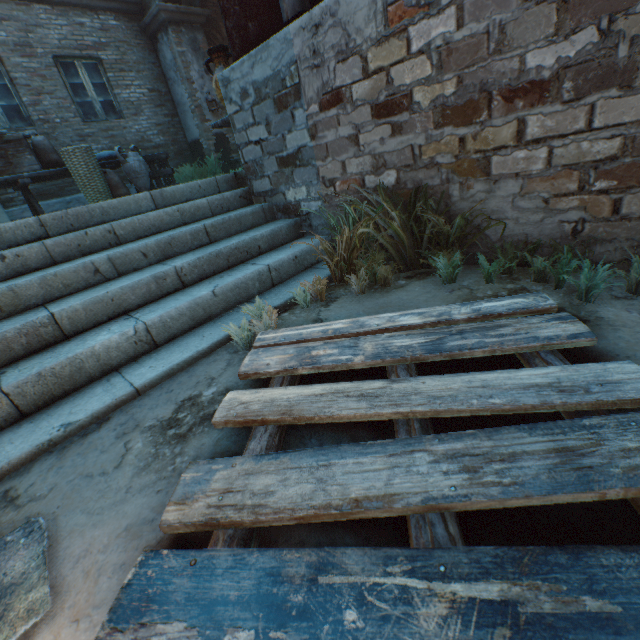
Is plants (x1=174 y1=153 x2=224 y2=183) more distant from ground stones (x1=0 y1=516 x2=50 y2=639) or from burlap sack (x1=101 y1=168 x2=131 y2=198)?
ground stones (x1=0 y1=516 x2=50 y2=639)

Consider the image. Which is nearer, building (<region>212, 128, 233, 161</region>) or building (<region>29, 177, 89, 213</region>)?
building (<region>29, 177, 89, 213</region>)

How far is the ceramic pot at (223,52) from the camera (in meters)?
4.19

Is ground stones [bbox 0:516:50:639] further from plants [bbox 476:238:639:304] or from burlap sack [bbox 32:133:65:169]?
burlap sack [bbox 32:133:65:169]

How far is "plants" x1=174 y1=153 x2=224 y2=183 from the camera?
8.91m

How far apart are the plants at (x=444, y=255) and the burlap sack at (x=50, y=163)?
5.88m

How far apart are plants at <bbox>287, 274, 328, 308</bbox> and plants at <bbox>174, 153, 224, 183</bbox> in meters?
8.1 m

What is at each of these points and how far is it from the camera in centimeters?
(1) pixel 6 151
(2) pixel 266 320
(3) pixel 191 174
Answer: (1) wooden crate, 518cm
(2) plants, 206cm
(3) plants, 907cm
